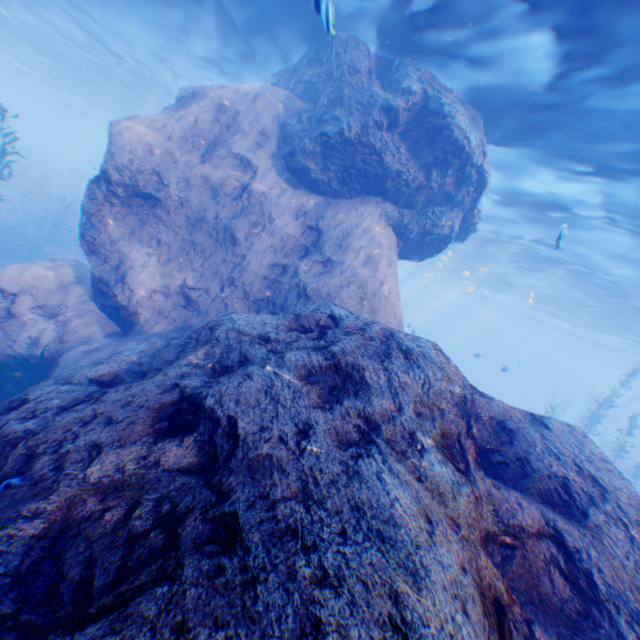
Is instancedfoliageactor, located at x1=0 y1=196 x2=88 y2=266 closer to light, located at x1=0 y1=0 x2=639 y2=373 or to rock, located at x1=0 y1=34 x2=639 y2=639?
rock, located at x1=0 y1=34 x2=639 y2=639

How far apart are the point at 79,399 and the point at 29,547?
2.1m

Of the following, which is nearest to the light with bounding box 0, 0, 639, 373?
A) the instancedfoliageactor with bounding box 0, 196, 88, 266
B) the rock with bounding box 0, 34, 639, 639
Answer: the rock with bounding box 0, 34, 639, 639

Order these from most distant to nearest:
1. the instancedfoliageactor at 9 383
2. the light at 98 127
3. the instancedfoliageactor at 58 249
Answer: the instancedfoliageactor at 58 249
the light at 98 127
the instancedfoliageactor at 9 383

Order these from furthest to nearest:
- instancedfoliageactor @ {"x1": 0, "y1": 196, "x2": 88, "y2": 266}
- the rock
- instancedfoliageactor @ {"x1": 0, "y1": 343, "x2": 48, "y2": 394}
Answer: instancedfoliageactor @ {"x1": 0, "y1": 196, "x2": 88, "y2": 266} < instancedfoliageactor @ {"x1": 0, "y1": 343, "x2": 48, "y2": 394} < the rock

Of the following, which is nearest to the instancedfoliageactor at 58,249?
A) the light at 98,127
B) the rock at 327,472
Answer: the rock at 327,472

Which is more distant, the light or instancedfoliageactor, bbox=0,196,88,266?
instancedfoliageactor, bbox=0,196,88,266
